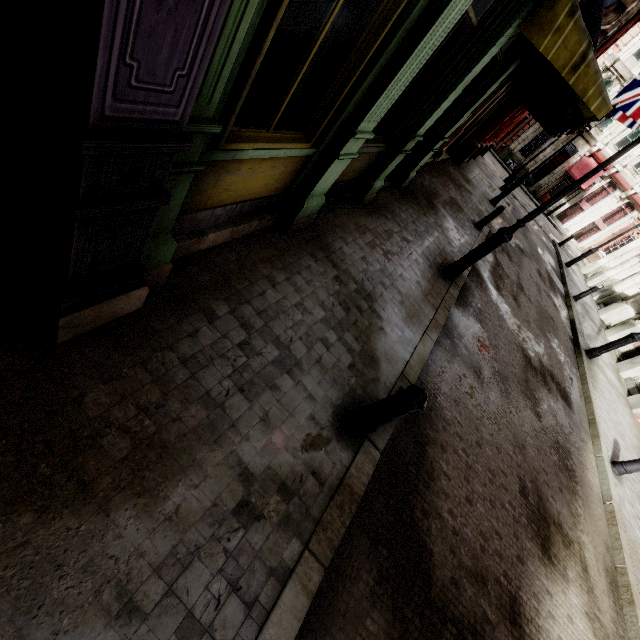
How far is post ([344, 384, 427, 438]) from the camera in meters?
2.9 m

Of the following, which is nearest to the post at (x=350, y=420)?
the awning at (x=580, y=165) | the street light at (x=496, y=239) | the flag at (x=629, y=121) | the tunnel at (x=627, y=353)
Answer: the street light at (x=496, y=239)

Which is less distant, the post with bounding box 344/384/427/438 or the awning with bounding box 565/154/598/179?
the post with bounding box 344/384/427/438

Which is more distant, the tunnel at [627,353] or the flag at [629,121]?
the tunnel at [627,353]

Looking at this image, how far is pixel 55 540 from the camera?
1.8 meters

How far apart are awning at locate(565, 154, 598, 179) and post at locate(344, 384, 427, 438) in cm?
3624

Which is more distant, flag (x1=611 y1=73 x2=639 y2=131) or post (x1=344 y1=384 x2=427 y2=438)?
flag (x1=611 y1=73 x2=639 y2=131)

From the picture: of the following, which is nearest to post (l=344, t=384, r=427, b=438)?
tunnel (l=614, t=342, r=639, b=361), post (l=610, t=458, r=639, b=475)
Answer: post (l=610, t=458, r=639, b=475)
